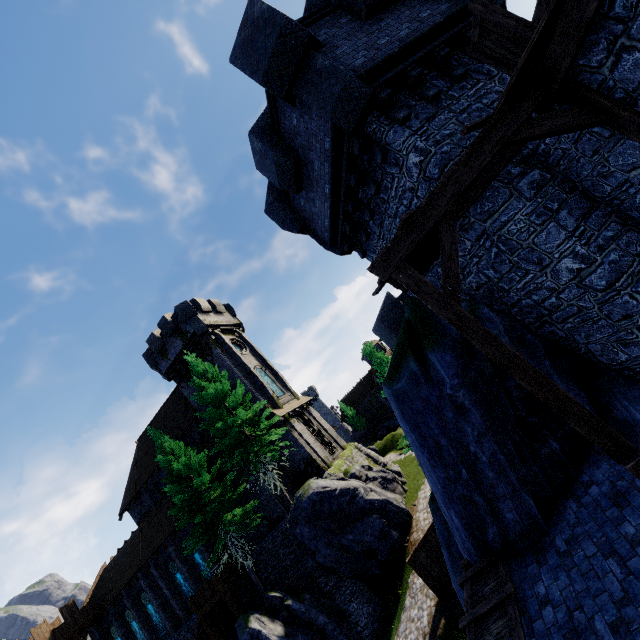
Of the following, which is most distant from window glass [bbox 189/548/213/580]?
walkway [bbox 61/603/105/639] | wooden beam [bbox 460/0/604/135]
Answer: wooden beam [bbox 460/0/604/135]

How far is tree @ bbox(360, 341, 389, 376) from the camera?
18.58m

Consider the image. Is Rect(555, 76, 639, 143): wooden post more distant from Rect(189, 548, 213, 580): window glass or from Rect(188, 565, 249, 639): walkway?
Rect(189, 548, 213, 580): window glass

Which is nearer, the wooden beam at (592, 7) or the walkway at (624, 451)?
the wooden beam at (592, 7)

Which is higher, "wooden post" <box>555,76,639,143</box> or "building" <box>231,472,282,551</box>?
"wooden post" <box>555,76,639,143</box>

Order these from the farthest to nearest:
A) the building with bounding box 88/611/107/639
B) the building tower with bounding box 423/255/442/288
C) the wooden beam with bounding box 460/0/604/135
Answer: → the building with bounding box 88/611/107/639 < the building tower with bounding box 423/255/442/288 < the wooden beam with bounding box 460/0/604/135

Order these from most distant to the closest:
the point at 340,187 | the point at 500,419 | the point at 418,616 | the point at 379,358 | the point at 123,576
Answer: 1. the point at 123,576
2. the point at 379,358
3. the point at 418,616
4. the point at 340,187
5. the point at 500,419

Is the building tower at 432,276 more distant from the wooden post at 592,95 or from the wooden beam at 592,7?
the wooden post at 592,95
